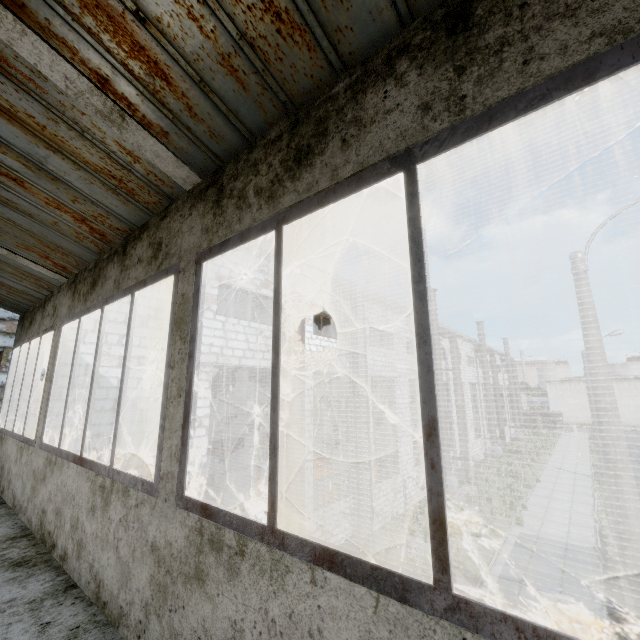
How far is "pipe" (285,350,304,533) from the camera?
9.4m

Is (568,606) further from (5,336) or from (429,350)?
(5,336)

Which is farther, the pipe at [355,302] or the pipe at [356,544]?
the pipe at [355,302]

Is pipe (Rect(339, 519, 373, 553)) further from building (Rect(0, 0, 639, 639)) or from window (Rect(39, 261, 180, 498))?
window (Rect(39, 261, 180, 498))

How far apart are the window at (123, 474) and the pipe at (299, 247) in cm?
678

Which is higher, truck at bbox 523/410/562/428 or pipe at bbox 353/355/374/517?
pipe at bbox 353/355/374/517

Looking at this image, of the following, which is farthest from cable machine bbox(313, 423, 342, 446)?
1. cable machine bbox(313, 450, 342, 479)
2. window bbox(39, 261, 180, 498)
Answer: window bbox(39, 261, 180, 498)

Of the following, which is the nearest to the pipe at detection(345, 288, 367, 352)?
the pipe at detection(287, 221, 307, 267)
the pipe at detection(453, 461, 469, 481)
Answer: the pipe at detection(287, 221, 307, 267)
